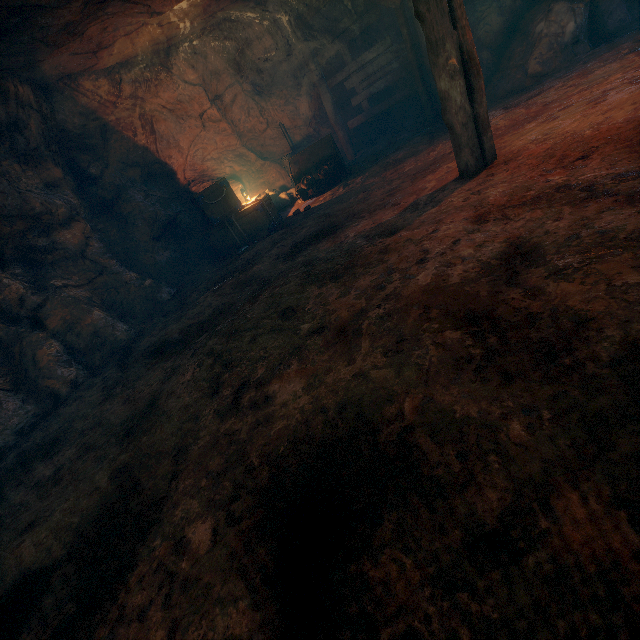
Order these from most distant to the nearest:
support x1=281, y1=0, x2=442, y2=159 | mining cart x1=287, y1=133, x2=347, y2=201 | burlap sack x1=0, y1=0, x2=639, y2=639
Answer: mining cart x1=287, y1=133, x2=347, y2=201 < support x1=281, y1=0, x2=442, y2=159 < burlap sack x1=0, y1=0, x2=639, y2=639

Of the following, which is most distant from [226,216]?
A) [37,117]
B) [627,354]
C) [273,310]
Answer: [627,354]

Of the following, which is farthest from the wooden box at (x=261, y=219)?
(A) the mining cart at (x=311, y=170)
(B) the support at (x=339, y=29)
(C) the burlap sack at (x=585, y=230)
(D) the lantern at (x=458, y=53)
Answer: (D) the lantern at (x=458, y=53)

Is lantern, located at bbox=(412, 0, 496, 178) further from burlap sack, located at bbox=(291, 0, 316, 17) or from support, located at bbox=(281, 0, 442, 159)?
support, located at bbox=(281, 0, 442, 159)

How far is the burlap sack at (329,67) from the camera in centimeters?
1070cm

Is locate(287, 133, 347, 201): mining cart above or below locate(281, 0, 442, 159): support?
below

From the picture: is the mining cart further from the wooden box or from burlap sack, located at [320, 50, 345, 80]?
the wooden box
